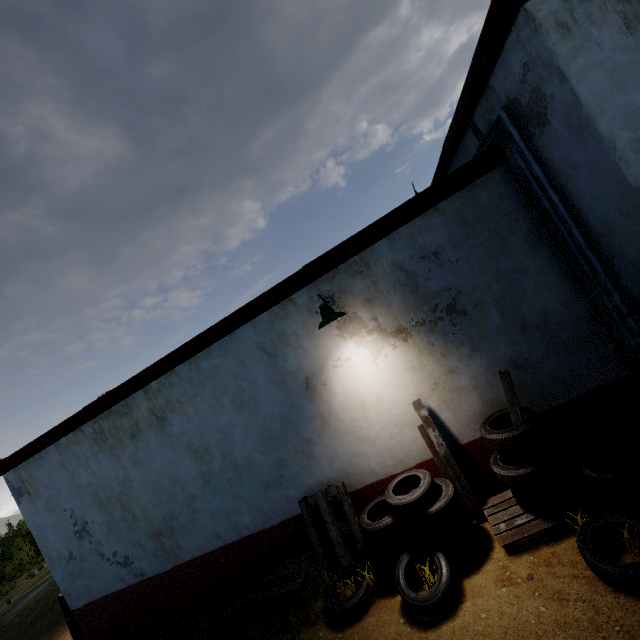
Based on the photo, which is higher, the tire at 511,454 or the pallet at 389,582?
the tire at 511,454

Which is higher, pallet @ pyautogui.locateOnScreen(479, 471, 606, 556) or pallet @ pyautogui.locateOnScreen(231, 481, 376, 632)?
pallet @ pyautogui.locateOnScreen(231, 481, 376, 632)

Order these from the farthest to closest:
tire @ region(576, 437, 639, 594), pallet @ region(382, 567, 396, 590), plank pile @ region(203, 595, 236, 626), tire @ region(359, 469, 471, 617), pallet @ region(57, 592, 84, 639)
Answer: pallet @ region(57, 592, 84, 639)
plank pile @ region(203, 595, 236, 626)
pallet @ region(382, 567, 396, 590)
tire @ region(359, 469, 471, 617)
tire @ region(576, 437, 639, 594)

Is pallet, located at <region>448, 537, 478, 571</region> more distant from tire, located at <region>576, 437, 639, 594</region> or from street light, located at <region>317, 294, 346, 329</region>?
street light, located at <region>317, 294, 346, 329</region>

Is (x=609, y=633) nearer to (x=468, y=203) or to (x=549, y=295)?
(x=549, y=295)

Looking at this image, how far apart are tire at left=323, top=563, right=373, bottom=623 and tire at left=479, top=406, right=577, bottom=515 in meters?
2.1

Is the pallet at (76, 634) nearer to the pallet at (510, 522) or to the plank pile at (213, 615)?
the plank pile at (213, 615)

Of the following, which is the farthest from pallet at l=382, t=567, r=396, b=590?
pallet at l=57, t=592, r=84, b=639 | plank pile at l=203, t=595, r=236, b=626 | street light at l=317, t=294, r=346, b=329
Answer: pallet at l=57, t=592, r=84, b=639
